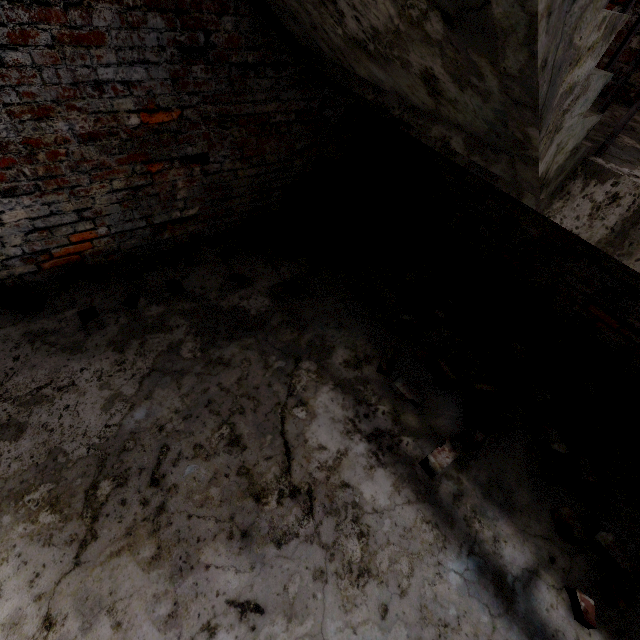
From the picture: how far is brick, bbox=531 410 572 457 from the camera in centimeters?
246cm

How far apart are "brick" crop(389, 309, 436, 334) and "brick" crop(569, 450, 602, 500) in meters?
1.2

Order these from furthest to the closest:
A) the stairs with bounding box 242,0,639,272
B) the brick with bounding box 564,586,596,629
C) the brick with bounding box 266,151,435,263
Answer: the brick with bounding box 266,151,435,263 → the brick with bounding box 564,586,596,629 → the stairs with bounding box 242,0,639,272

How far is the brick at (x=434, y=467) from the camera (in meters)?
2.22

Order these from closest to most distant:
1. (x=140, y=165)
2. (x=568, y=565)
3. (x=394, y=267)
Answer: (x=568, y=565)
(x=140, y=165)
(x=394, y=267)

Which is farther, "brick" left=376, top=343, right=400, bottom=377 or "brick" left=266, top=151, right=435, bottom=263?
"brick" left=266, top=151, right=435, bottom=263

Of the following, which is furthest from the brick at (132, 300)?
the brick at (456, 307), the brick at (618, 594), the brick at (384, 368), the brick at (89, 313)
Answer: the brick at (618, 594)

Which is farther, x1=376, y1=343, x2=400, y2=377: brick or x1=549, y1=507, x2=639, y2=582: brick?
x1=376, y1=343, x2=400, y2=377: brick
